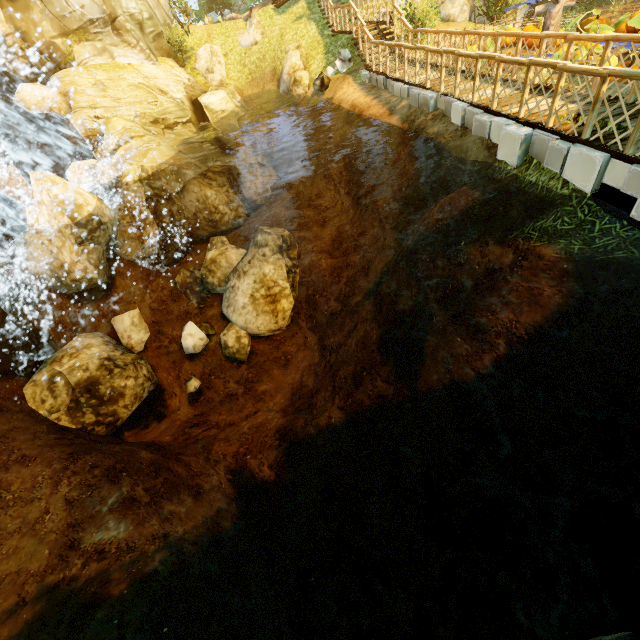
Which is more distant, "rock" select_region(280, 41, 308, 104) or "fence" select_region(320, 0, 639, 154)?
"rock" select_region(280, 41, 308, 104)

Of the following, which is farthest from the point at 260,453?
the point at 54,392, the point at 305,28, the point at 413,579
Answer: the point at 305,28

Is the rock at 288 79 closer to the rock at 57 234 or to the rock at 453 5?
the rock at 57 234

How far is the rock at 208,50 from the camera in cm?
1930

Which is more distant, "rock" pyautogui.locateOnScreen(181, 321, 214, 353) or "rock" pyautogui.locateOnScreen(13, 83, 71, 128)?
"rock" pyautogui.locateOnScreen(13, 83, 71, 128)

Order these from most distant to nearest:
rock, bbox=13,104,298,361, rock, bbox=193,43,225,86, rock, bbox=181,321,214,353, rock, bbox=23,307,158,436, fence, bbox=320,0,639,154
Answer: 1. rock, bbox=193,43,225,86
2. rock, bbox=181,321,214,353
3. rock, bbox=13,104,298,361
4. rock, bbox=23,307,158,436
5. fence, bbox=320,0,639,154

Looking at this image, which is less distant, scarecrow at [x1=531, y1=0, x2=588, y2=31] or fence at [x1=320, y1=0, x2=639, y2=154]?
fence at [x1=320, y1=0, x2=639, y2=154]

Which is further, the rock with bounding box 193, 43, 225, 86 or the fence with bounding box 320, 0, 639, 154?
the rock with bounding box 193, 43, 225, 86
